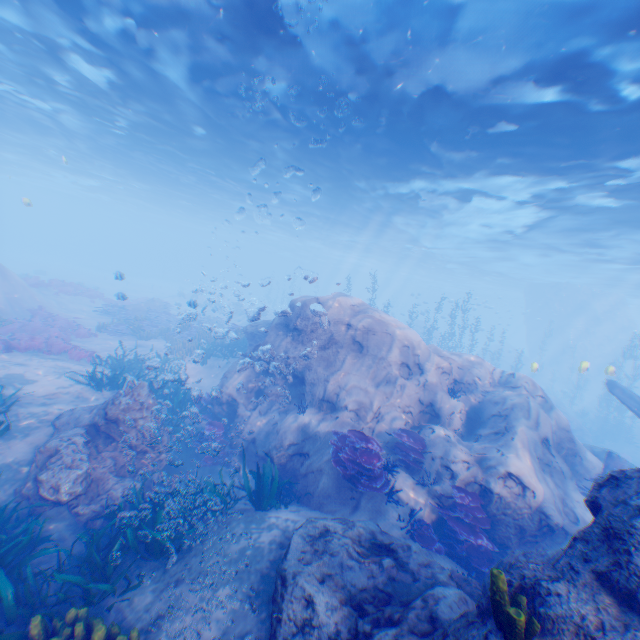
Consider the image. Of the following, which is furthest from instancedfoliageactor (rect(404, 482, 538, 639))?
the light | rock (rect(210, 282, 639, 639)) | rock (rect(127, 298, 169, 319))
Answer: rock (rect(127, 298, 169, 319))

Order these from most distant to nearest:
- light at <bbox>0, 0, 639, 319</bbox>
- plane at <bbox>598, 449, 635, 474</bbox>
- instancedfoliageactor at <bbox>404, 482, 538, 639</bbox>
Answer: plane at <bbox>598, 449, 635, 474</bbox>
light at <bbox>0, 0, 639, 319</bbox>
instancedfoliageactor at <bbox>404, 482, 538, 639</bbox>

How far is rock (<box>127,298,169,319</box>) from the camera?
25.7 meters

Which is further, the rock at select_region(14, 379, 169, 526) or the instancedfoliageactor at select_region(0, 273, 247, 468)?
the instancedfoliageactor at select_region(0, 273, 247, 468)

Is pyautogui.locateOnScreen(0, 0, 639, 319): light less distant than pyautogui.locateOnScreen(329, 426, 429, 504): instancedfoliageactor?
No

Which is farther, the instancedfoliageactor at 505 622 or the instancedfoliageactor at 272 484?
the instancedfoliageactor at 272 484

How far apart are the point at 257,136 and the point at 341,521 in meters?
Answer: 17.4

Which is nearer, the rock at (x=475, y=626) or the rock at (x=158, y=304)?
the rock at (x=475, y=626)
